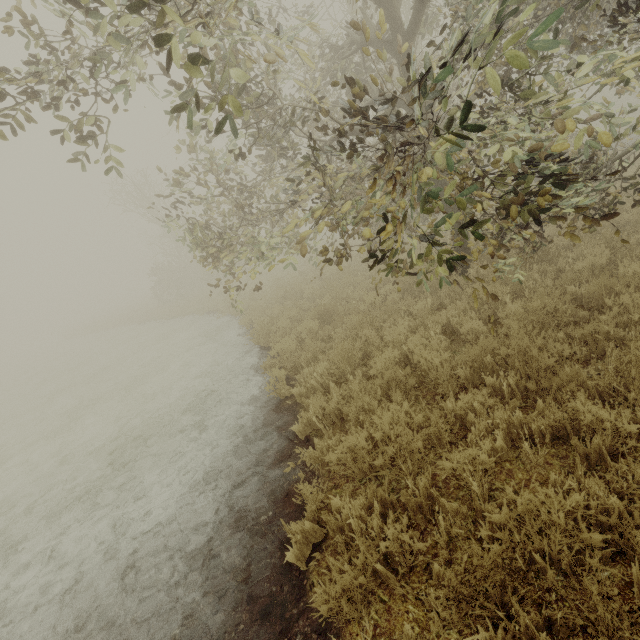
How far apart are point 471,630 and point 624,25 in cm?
583
